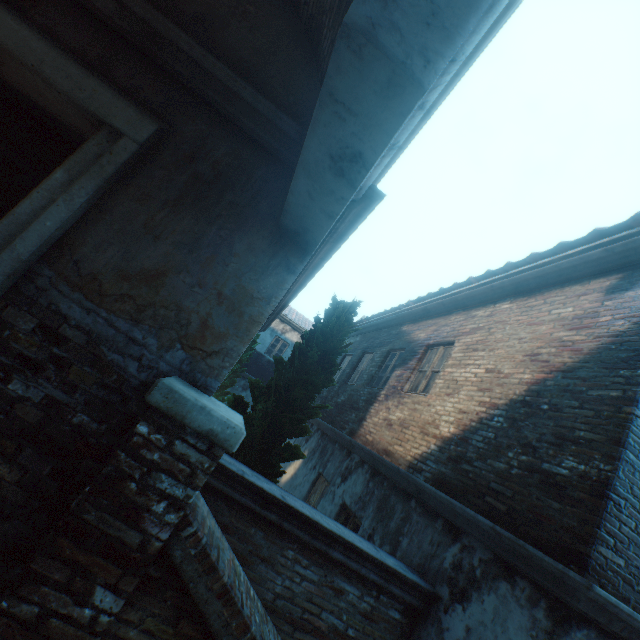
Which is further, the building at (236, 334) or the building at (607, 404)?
the building at (607, 404)

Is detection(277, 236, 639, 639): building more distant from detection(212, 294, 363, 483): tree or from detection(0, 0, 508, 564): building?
detection(212, 294, 363, 483): tree

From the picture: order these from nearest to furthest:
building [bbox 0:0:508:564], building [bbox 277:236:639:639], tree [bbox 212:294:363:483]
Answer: building [bbox 0:0:508:564], building [bbox 277:236:639:639], tree [bbox 212:294:363:483]

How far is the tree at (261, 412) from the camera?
4.25m

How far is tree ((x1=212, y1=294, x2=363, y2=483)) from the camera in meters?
4.2 m

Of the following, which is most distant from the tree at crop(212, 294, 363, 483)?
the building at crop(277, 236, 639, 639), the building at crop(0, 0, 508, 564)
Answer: the building at crop(277, 236, 639, 639)

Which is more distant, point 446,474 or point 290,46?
point 446,474

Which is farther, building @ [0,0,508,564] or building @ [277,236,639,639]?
building @ [277,236,639,639]
